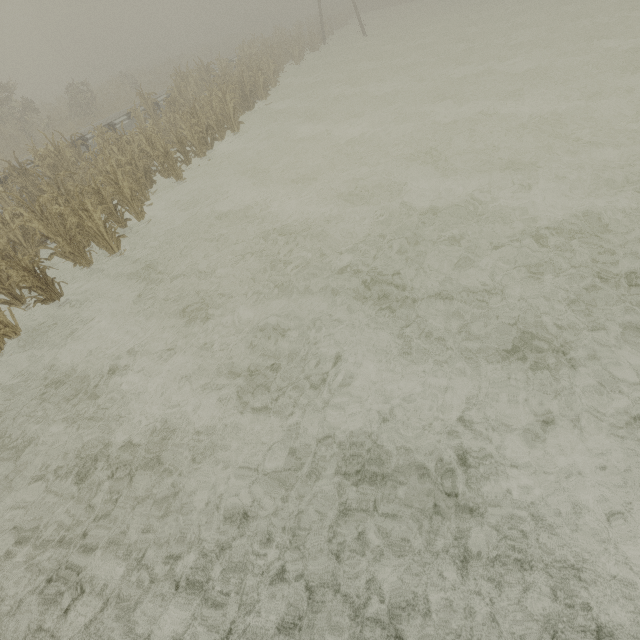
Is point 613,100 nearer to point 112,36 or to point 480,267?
point 480,267

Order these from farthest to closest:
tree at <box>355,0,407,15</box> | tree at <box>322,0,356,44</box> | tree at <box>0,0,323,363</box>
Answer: tree at <box>355,0,407,15</box> < tree at <box>322,0,356,44</box> < tree at <box>0,0,323,363</box>

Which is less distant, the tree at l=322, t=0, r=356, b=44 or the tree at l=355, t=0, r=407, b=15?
the tree at l=322, t=0, r=356, b=44

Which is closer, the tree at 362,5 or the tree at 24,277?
the tree at 24,277

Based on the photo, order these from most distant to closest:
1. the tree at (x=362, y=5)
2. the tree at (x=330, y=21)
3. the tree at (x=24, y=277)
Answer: the tree at (x=362, y=5)
the tree at (x=330, y=21)
the tree at (x=24, y=277)
